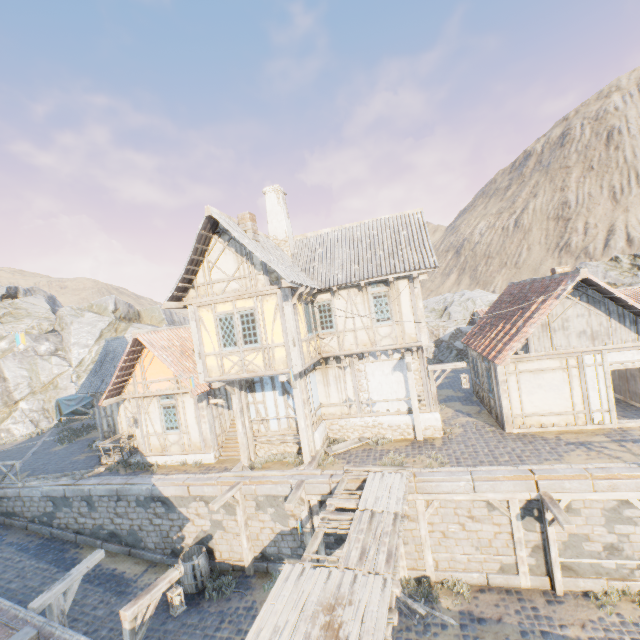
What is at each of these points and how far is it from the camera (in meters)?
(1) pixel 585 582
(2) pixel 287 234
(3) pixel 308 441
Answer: (1) stone blocks, 9.34
(2) chimney, 15.45
(3) wooden structure, 12.68

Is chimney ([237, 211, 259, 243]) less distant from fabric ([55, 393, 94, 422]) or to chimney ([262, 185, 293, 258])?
chimney ([262, 185, 293, 258])

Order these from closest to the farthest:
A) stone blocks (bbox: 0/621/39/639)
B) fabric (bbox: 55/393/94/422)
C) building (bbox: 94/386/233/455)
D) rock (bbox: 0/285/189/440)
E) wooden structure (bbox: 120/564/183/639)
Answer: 1. stone blocks (bbox: 0/621/39/639)
2. wooden structure (bbox: 120/564/183/639)
3. building (bbox: 94/386/233/455)
4. fabric (bbox: 55/393/94/422)
5. rock (bbox: 0/285/189/440)

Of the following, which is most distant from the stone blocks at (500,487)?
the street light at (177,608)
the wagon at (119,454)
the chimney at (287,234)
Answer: the chimney at (287,234)

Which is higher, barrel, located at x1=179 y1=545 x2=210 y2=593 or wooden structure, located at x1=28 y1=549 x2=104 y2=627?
wooden structure, located at x1=28 y1=549 x2=104 y2=627

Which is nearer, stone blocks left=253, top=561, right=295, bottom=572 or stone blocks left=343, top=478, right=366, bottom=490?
stone blocks left=343, top=478, right=366, bottom=490

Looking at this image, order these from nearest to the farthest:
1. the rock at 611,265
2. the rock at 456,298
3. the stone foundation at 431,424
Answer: the stone foundation at 431,424
the rock at 611,265
the rock at 456,298

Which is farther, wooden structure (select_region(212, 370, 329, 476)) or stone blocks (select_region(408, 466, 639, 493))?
wooden structure (select_region(212, 370, 329, 476))
